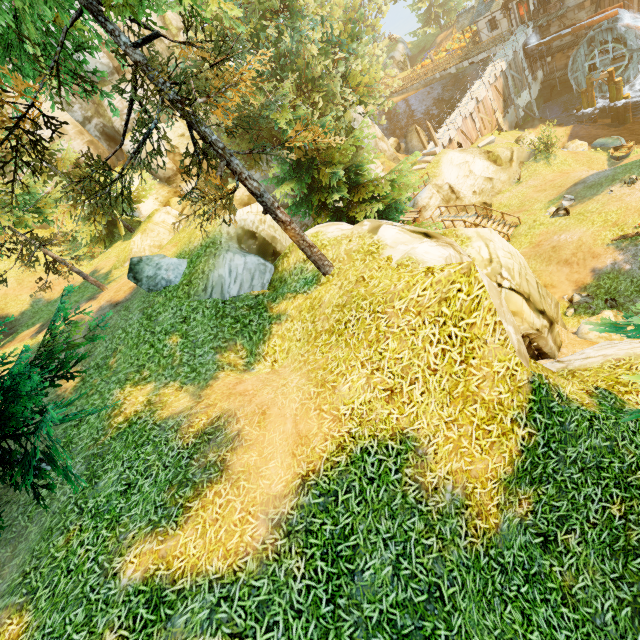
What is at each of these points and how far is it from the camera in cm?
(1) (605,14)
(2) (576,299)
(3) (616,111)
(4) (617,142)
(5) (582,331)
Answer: (1) drain, 2906
(2) rock, 1714
(3) piling, 3275
(4) boat, 2769
(5) rock, 1487

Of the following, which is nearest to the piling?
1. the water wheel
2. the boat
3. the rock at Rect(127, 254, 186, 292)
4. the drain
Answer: the water wheel

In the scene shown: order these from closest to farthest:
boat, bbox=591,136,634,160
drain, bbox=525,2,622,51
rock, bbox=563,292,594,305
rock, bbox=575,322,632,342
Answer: rock, bbox=575,322,632,342 → rock, bbox=563,292,594,305 → boat, bbox=591,136,634,160 → drain, bbox=525,2,622,51

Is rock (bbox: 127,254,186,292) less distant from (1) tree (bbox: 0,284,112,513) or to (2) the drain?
(1) tree (bbox: 0,284,112,513)

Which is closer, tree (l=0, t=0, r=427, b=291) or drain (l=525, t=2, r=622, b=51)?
tree (l=0, t=0, r=427, b=291)

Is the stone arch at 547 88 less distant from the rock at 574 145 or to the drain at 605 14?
the drain at 605 14

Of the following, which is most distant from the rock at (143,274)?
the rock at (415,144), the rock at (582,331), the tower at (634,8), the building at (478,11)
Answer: the tower at (634,8)

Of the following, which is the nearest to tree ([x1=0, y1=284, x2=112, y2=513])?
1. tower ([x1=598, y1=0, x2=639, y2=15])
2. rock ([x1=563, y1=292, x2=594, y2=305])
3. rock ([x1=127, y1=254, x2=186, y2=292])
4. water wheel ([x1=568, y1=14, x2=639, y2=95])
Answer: rock ([x1=127, y1=254, x2=186, y2=292])
